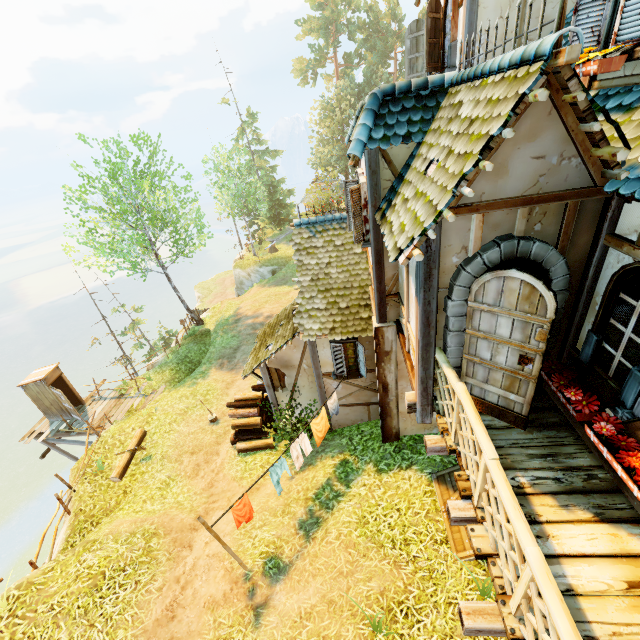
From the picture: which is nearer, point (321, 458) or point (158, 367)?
point (321, 458)

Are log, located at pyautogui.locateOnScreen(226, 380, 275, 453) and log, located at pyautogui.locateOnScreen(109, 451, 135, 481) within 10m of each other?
yes

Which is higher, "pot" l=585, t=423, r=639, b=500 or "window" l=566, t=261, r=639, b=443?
"window" l=566, t=261, r=639, b=443

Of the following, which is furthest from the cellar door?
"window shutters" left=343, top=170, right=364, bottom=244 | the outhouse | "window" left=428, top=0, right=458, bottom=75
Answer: the outhouse

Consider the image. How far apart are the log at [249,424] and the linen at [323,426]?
2.88m

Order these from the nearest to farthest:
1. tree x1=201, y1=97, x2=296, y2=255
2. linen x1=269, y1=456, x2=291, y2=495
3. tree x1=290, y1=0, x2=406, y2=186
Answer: linen x1=269, y1=456, x2=291, y2=495 → tree x1=201, y1=97, x2=296, y2=255 → tree x1=290, y1=0, x2=406, y2=186

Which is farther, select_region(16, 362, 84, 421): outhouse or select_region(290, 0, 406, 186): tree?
select_region(290, 0, 406, 186): tree

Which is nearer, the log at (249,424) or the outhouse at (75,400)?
the log at (249,424)
